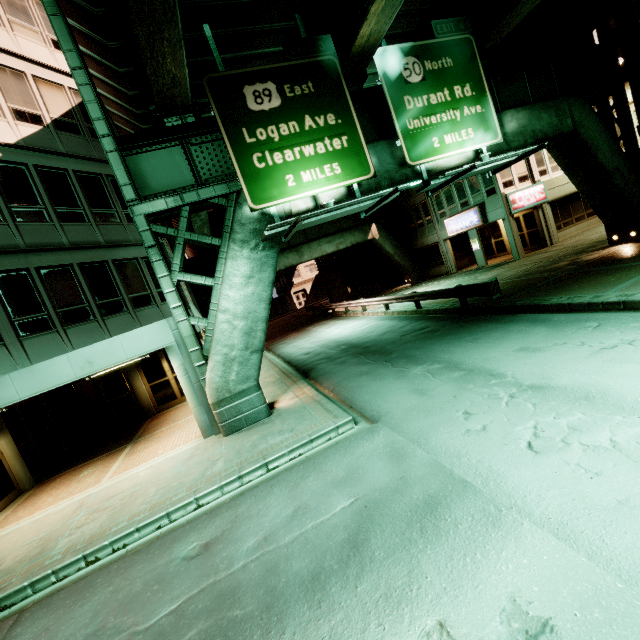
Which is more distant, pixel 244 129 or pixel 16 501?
pixel 16 501

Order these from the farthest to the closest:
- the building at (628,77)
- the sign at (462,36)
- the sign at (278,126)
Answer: the building at (628,77) < the sign at (462,36) < the sign at (278,126)

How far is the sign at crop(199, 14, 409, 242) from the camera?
8.7 meters

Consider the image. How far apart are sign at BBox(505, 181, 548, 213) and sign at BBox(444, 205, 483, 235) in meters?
1.7 m

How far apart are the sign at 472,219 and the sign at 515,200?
1.7 meters

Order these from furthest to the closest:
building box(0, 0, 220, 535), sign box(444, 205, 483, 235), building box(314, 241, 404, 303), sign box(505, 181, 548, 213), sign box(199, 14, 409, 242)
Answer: building box(314, 241, 404, 303), sign box(444, 205, 483, 235), sign box(505, 181, 548, 213), building box(0, 0, 220, 535), sign box(199, 14, 409, 242)

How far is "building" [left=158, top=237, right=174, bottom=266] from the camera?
15.3 meters

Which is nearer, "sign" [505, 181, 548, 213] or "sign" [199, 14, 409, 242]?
"sign" [199, 14, 409, 242]
